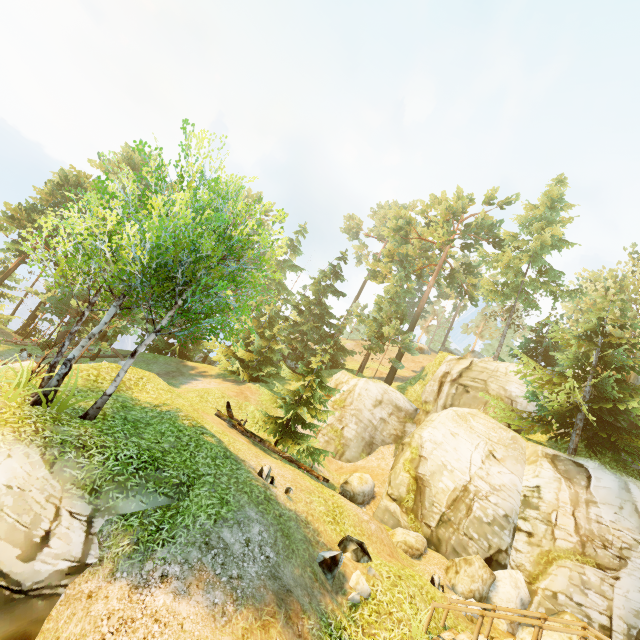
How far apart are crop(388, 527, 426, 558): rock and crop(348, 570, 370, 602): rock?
5.7 meters

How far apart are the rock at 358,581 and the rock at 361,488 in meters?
9.2 m

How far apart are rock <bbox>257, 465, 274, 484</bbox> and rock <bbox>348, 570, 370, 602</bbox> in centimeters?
336cm

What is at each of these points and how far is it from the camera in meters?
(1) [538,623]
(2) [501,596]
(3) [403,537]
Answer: (1) rail, 7.3 m
(2) rock, 12.3 m
(3) rock, 14.4 m

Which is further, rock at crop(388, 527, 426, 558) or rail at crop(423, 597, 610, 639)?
rock at crop(388, 527, 426, 558)

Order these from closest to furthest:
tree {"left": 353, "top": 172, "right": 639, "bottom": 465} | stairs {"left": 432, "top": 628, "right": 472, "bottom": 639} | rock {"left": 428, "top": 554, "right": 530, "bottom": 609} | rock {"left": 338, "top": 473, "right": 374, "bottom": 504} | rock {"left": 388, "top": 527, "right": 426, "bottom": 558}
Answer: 1. stairs {"left": 432, "top": 628, "right": 472, "bottom": 639}
2. rock {"left": 428, "top": 554, "right": 530, "bottom": 609}
3. rock {"left": 388, "top": 527, "right": 426, "bottom": 558}
4. tree {"left": 353, "top": 172, "right": 639, "bottom": 465}
5. rock {"left": 338, "top": 473, "right": 374, "bottom": 504}

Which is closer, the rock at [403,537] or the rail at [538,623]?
the rail at [538,623]

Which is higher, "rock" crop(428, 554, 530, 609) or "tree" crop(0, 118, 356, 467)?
"tree" crop(0, 118, 356, 467)
